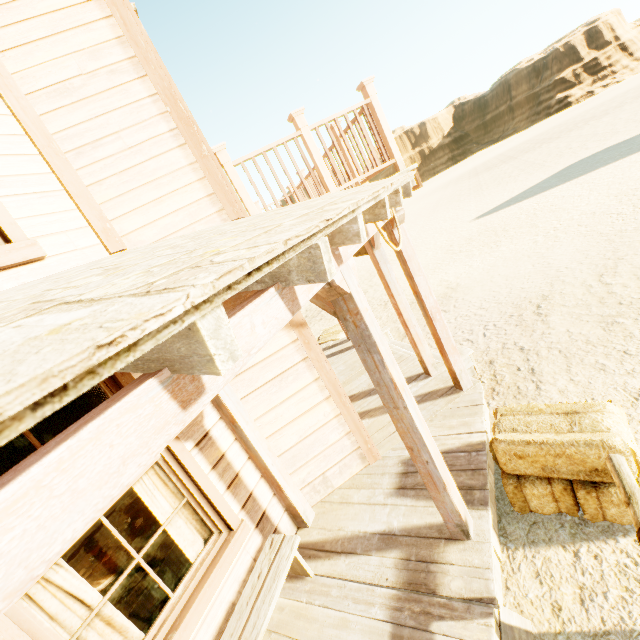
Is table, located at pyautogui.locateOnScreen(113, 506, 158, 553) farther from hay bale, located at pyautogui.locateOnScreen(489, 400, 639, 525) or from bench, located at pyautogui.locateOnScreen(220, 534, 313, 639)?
hay bale, located at pyautogui.locateOnScreen(489, 400, 639, 525)

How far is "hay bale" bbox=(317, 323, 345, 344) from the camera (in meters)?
9.16

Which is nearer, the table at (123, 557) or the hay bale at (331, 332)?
the table at (123, 557)

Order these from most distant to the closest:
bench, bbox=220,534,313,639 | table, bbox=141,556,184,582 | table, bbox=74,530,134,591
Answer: table, bbox=141,556,184,582
table, bbox=74,530,134,591
bench, bbox=220,534,313,639

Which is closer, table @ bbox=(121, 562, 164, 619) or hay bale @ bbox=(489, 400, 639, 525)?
hay bale @ bbox=(489, 400, 639, 525)

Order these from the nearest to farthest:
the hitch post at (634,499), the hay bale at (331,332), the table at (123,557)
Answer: the hitch post at (634,499), the table at (123,557), the hay bale at (331,332)

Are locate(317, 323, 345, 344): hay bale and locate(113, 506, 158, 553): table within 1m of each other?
no

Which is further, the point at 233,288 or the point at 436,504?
the point at 436,504
